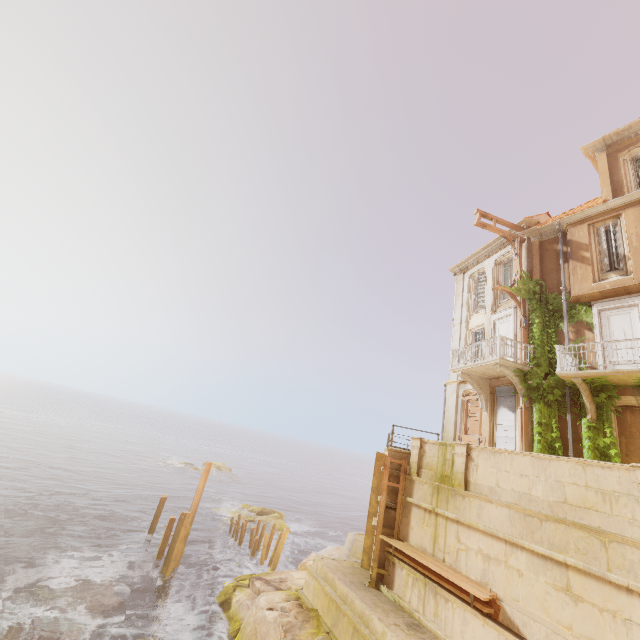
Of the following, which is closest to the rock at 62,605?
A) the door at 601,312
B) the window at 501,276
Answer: the door at 601,312

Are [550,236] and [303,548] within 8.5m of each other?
no

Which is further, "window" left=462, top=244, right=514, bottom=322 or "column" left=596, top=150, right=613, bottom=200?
"window" left=462, top=244, right=514, bottom=322

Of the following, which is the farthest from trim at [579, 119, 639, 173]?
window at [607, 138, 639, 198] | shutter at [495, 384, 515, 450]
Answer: shutter at [495, 384, 515, 450]

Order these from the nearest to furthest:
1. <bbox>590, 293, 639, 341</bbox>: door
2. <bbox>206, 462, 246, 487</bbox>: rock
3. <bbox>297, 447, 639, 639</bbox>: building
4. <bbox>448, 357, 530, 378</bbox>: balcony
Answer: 1. <bbox>297, 447, 639, 639</bbox>: building
2. <bbox>590, 293, 639, 341</bbox>: door
3. <bbox>448, 357, 530, 378</bbox>: balcony
4. <bbox>206, 462, 246, 487</bbox>: rock

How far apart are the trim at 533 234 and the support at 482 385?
7.8 meters

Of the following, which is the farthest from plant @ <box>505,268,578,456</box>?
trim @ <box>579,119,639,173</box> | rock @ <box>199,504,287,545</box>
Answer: rock @ <box>199,504,287,545</box>

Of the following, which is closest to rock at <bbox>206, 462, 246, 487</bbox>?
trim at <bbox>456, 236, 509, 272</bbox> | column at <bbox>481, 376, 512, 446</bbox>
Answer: column at <bbox>481, 376, 512, 446</bbox>
